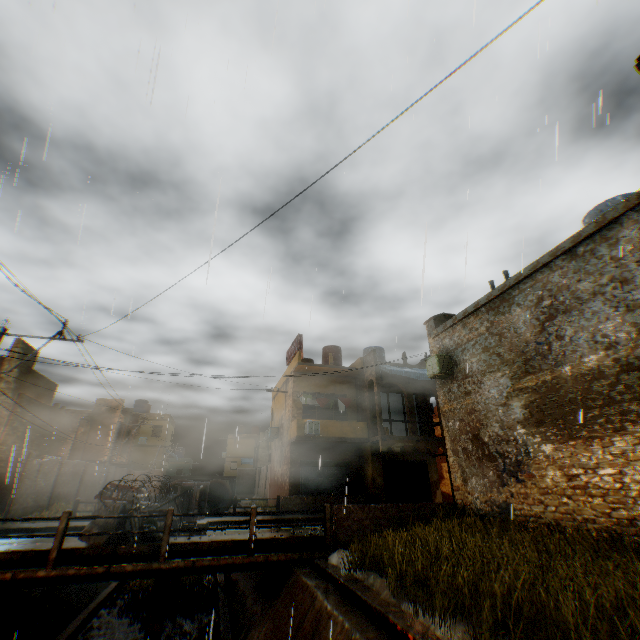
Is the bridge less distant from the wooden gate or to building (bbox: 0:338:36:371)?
building (bbox: 0:338:36:371)

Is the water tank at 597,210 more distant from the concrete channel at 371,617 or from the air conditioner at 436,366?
the air conditioner at 436,366

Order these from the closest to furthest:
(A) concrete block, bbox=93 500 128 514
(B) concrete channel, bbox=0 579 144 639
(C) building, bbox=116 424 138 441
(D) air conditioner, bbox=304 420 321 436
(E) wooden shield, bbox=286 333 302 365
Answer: (B) concrete channel, bbox=0 579 144 639 < (A) concrete block, bbox=93 500 128 514 < (D) air conditioner, bbox=304 420 321 436 < (E) wooden shield, bbox=286 333 302 365 < (C) building, bbox=116 424 138 441

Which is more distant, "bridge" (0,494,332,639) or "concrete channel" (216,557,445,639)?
"bridge" (0,494,332,639)

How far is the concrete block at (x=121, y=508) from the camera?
9.3 meters

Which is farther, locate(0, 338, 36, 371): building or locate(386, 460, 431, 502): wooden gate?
locate(386, 460, 431, 502): wooden gate

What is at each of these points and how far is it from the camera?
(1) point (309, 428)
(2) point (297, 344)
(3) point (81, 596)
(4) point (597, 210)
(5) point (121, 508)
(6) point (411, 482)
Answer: (1) air conditioner, 19.3m
(2) wooden shield, 22.6m
(3) concrete channel, 12.2m
(4) water tank, 10.2m
(5) concrete block, 9.3m
(6) wooden gate, 20.4m

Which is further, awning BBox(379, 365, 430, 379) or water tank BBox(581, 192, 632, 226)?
awning BBox(379, 365, 430, 379)
